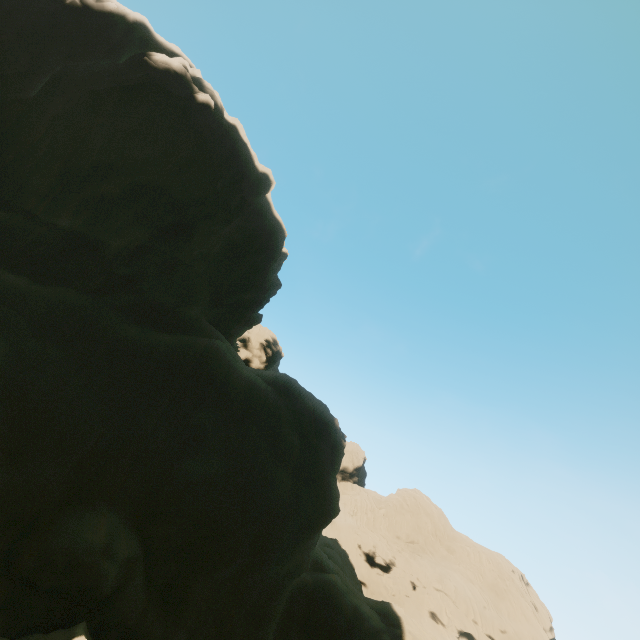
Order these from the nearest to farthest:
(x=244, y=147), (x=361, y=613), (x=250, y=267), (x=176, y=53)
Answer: (x=176, y=53) → (x=361, y=613) → (x=244, y=147) → (x=250, y=267)
